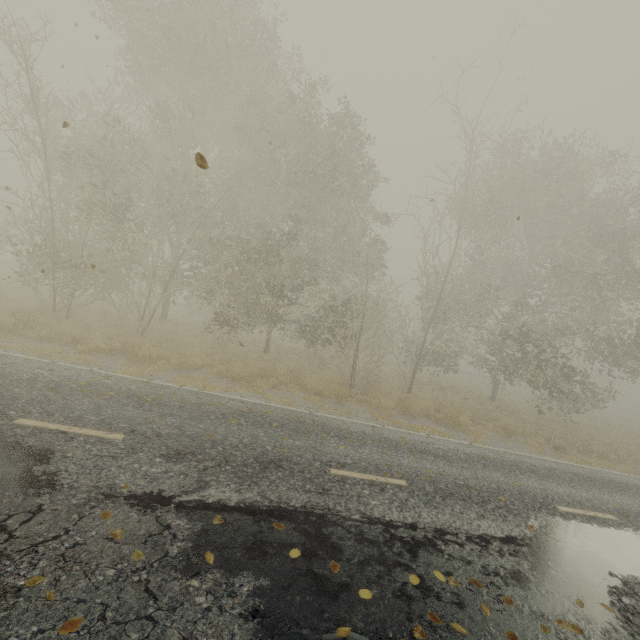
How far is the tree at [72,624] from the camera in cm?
235

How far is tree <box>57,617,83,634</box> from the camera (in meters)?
2.35

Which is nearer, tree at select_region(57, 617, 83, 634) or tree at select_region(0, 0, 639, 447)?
tree at select_region(57, 617, 83, 634)

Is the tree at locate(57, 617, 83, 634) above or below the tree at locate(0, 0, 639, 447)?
below

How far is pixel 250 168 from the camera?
14.3 meters

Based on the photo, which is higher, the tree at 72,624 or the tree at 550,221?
the tree at 550,221
